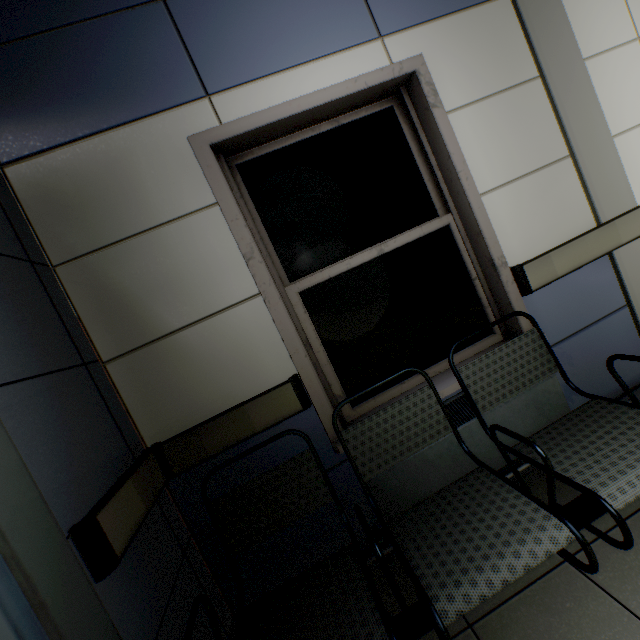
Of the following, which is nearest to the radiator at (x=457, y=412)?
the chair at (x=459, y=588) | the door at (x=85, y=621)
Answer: the chair at (x=459, y=588)

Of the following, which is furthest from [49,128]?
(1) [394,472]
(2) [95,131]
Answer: (1) [394,472]

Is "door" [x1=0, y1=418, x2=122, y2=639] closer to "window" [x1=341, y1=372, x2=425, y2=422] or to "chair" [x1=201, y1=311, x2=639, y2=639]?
"chair" [x1=201, y1=311, x2=639, y2=639]

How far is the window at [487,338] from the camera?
2.0 meters

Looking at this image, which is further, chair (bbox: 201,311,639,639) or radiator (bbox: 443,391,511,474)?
radiator (bbox: 443,391,511,474)

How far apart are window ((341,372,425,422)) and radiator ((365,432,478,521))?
0.2 meters
